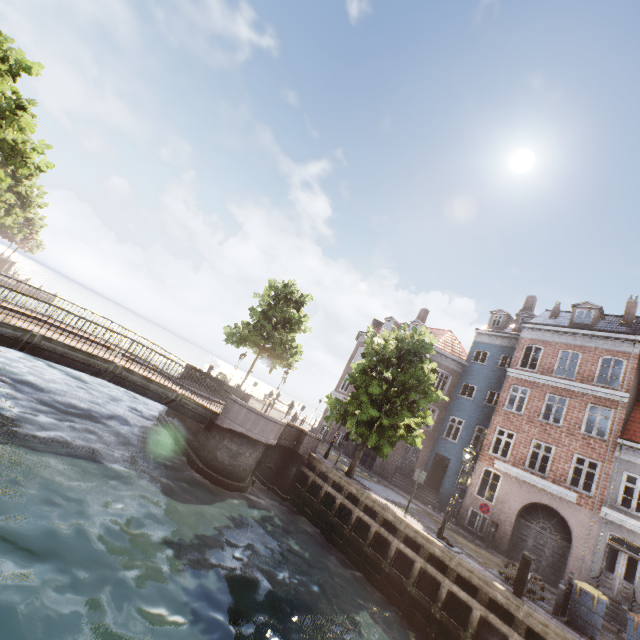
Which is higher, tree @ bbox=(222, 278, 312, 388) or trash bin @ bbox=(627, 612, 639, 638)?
tree @ bbox=(222, 278, 312, 388)

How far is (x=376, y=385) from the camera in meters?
15.1 m

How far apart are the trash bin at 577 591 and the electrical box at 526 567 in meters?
1.8

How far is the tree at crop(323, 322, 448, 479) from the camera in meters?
14.9 m

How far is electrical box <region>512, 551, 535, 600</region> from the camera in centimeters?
951cm

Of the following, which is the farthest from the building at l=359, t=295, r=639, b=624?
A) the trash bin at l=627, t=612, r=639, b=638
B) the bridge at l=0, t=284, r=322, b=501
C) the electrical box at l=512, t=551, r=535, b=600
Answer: the bridge at l=0, t=284, r=322, b=501

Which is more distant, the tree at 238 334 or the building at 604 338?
the tree at 238 334

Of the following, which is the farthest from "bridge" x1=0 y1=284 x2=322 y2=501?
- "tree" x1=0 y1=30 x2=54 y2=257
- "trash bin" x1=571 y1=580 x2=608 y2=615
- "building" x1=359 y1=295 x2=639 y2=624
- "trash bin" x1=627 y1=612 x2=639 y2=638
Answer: "trash bin" x1=627 y1=612 x2=639 y2=638
